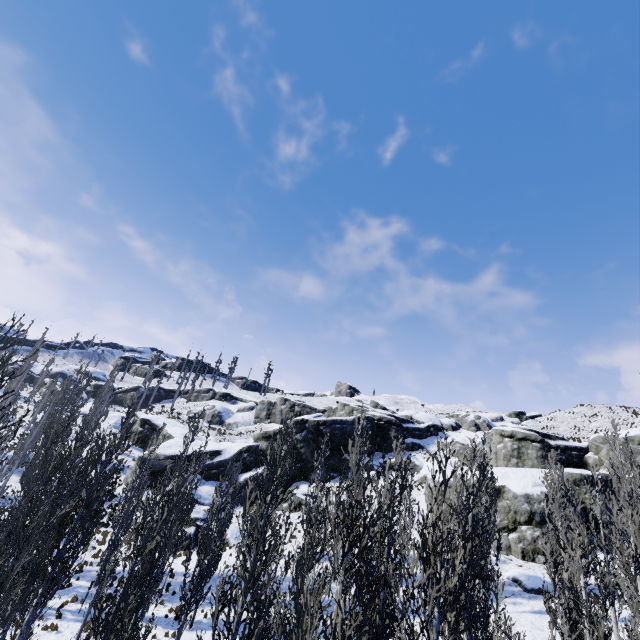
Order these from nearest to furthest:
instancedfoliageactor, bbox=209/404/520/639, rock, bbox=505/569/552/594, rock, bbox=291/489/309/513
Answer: instancedfoliageactor, bbox=209/404/520/639 → rock, bbox=505/569/552/594 → rock, bbox=291/489/309/513

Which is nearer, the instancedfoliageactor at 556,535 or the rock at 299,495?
the instancedfoliageactor at 556,535

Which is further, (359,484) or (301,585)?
(359,484)

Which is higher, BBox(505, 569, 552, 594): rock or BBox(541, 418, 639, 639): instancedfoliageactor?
BBox(541, 418, 639, 639): instancedfoliageactor

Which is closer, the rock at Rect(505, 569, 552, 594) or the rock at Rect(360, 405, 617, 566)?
the rock at Rect(505, 569, 552, 594)

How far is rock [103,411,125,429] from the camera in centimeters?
4747cm
